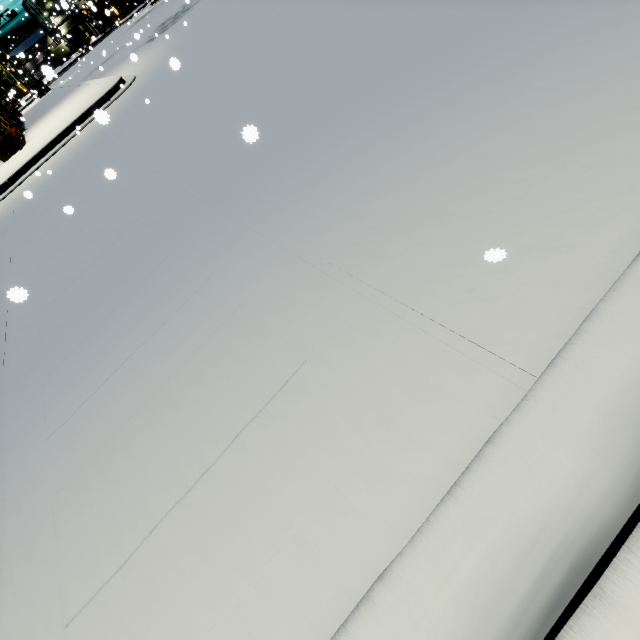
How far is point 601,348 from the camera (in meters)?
1.21
